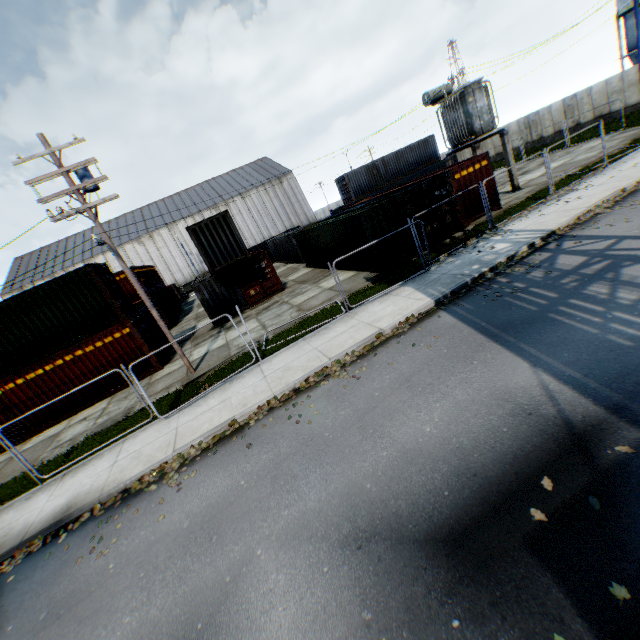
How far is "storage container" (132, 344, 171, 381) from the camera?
16.2m

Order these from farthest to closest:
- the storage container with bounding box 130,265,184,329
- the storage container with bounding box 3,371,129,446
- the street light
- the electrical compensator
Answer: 1. the storage container with bounding box 130,265,184,329
2. the electrical compensator
3. the storage container with bounding box 3,371,129,446
4. the street light

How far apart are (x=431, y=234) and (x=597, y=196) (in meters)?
6.33

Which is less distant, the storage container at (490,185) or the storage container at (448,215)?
the storage container at (448,215)

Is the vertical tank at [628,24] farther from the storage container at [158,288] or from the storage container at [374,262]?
the storage container at [158,288]

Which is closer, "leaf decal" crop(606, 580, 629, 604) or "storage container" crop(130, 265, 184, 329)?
"leaf decal" crop(606, 580, 629, 604)

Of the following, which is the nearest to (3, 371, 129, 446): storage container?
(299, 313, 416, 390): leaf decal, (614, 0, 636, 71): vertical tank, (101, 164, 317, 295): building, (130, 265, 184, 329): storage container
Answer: (130, 265, 184, 329): storage container

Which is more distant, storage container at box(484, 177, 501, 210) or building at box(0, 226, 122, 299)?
building at box(0, 226, 122, 299)
